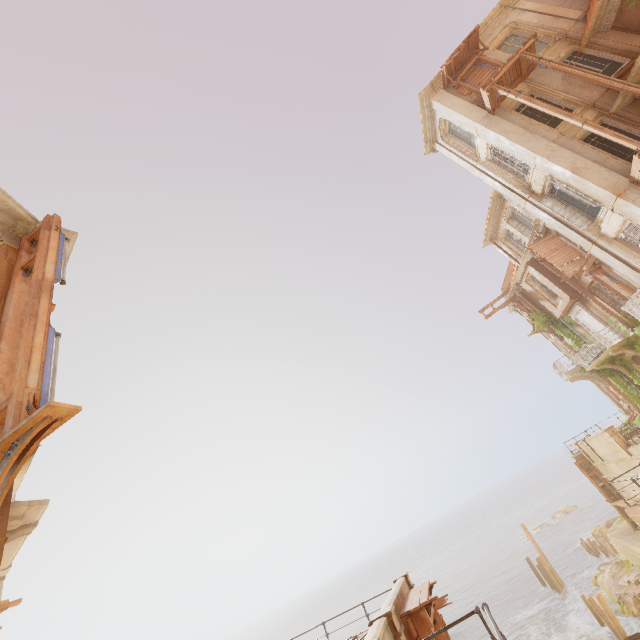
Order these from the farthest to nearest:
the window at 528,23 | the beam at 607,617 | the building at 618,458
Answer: the beam at 607,617 → the building at 618,458 → the window at 528,23

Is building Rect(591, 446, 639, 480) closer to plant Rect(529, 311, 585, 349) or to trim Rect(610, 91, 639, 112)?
plant Rect(529, 311, 585, 349)

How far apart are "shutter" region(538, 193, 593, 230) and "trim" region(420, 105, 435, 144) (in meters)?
8.33

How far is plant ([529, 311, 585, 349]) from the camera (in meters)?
24.22

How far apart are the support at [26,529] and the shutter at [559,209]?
19.61m

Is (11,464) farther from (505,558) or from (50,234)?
(505,558)

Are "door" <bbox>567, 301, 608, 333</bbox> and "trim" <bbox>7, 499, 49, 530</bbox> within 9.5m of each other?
no

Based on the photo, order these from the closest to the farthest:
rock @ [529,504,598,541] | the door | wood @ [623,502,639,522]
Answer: wood @ [623,502,639,522] → the door → rock @ [529,504,598,541]
